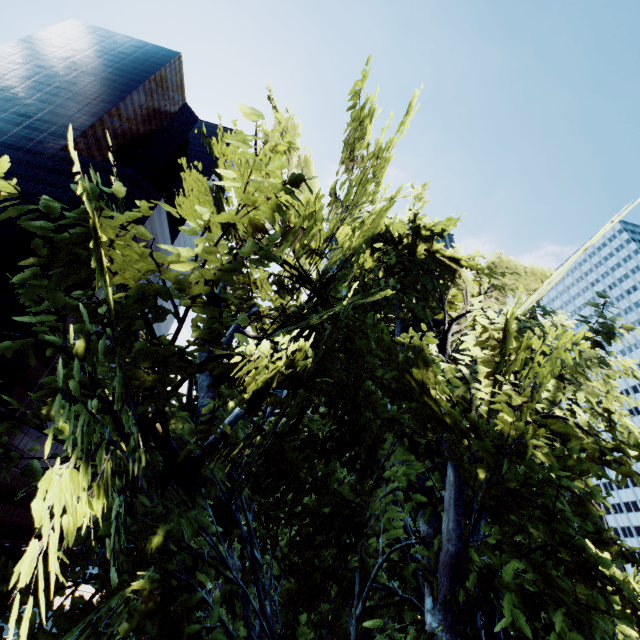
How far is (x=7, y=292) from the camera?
45.84m

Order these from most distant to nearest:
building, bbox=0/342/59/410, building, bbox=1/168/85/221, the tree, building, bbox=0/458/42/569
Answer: building, bbox=1/168/85/221 → building, bbox=0/458/42/569 → building, bbox=0/342/59/410 → the tree

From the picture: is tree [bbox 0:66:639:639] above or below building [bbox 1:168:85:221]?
below

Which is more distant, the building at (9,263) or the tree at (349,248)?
the building at (9,263)

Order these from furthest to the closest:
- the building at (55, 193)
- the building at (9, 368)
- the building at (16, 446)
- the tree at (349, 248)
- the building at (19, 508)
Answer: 1. the building at (55, 193)
2. the building at (19, 508)
3. the building at (16, 446)
4. the building at (9, 368)
5. the tree at (349, 248)

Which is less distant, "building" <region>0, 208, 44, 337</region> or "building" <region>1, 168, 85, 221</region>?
"building" <region>0, 208, 44, 337</region>
